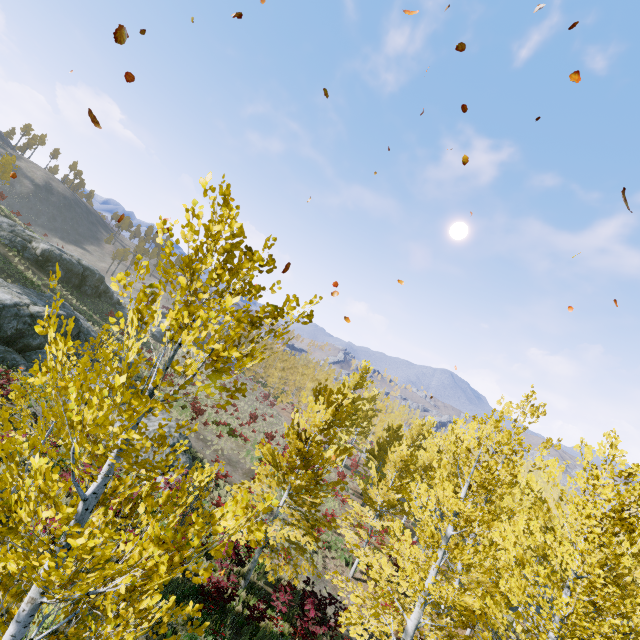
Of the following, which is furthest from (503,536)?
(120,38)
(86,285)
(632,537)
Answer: (86,285)

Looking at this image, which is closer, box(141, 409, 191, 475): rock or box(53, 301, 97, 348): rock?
box(141, 409, 191, 475): rock

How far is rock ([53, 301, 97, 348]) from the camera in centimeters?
2056cm

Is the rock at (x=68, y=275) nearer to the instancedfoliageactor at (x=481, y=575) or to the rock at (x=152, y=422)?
the rock at (x=152, y=422)

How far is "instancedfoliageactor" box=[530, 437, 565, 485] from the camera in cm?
579

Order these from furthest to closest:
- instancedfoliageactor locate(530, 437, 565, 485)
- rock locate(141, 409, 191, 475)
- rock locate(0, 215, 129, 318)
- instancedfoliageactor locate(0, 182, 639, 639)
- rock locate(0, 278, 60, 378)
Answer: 1. rock locate(0, 215, 129, 318)
2. rock locate(141, 409, 191, 475)
3. rock locate(0, 278, 60, 378)
4. instancedfoliageactor locate(530, 437, 565, 485)
5. instancedfoliageactor locate(0, 182, 639, 639)

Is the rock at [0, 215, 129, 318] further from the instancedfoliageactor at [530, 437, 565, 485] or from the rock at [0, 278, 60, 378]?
the instancedfoliageactor at [530, 437, 565, 485]

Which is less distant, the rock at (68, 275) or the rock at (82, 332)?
the rock at (82, 332)
